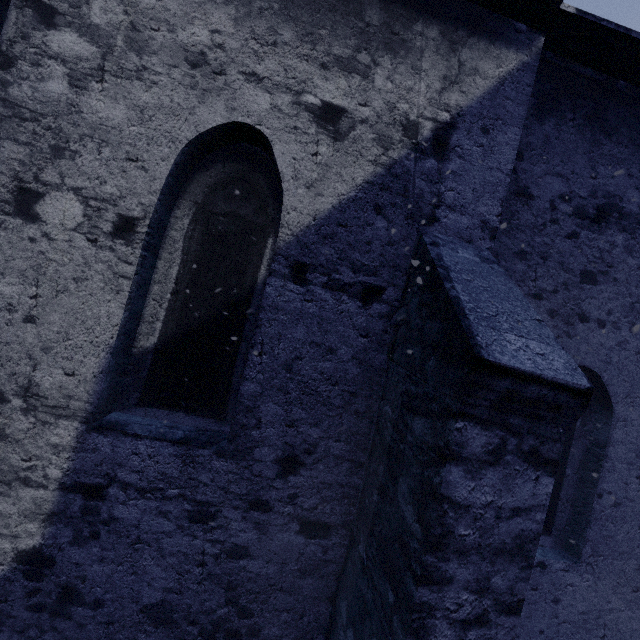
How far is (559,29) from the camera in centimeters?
310cm
